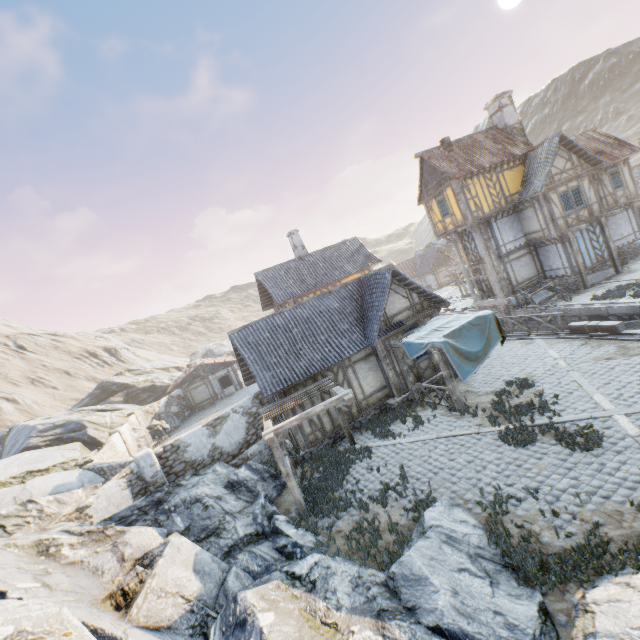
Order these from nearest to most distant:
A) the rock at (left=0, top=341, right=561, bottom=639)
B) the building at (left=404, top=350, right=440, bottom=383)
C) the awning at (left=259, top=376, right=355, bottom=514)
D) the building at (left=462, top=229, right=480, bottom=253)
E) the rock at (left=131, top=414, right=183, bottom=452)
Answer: the rock at (left=0, top=341, right=561, bottom=639)
the awning at (left=259, top=376, right=355, bottom=514)
the building at (left=404, top=350, right=440, bottom=383)
the building at (left=462, top=229, right=480, bottom=253)
the rock at (left=131, top=414, right=183, bottom=452)

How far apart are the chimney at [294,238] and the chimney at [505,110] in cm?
1688

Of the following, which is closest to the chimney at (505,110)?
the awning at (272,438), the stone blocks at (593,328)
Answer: the stone blocks at (593,328)

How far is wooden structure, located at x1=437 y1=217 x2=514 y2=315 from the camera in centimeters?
2256cm

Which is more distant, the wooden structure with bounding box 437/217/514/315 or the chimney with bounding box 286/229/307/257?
the chimney with bounding box 286/229/307/257

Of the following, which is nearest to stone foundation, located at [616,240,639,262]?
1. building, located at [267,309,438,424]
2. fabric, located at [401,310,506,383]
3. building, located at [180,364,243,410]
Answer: building, located at [267,309,438,424]

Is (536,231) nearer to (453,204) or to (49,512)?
(453,204)

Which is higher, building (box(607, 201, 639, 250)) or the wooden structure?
building (box(607, 201, 639, 250))
